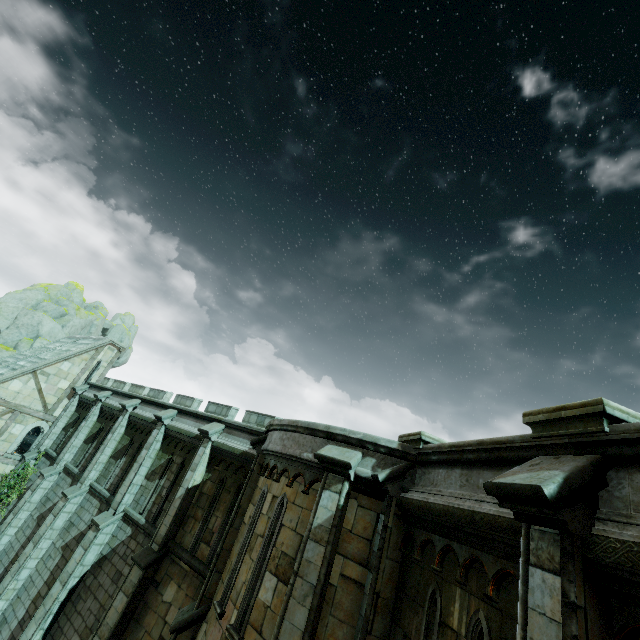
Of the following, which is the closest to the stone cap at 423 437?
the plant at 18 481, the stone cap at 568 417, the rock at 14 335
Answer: the stone cap at 568 417

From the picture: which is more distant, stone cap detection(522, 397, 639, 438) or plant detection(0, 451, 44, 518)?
plant detection(0, 451, 44, 518)

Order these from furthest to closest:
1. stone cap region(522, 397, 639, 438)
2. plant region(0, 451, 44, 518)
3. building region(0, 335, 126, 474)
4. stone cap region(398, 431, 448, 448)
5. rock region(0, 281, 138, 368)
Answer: rock region(0, 281, 138, 368), building region(0, 335, 126, 474), plant region(0, 451, 44, 518), stone cap region(398, 431, 448, 448), stone cap region(522, 397, 639, 438)

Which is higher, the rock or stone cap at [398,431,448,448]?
the rock

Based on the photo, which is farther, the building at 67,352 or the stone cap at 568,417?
the building at 67,352

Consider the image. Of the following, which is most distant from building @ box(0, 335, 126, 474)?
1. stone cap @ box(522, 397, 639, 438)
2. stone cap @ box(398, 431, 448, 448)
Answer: stone cap @ box(522, 397, 639, 438)

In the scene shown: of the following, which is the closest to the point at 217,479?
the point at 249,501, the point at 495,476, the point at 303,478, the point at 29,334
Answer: the point at 249,501

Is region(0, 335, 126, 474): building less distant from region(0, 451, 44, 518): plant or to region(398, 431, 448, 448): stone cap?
region(0, 451, 44, 518): plant
